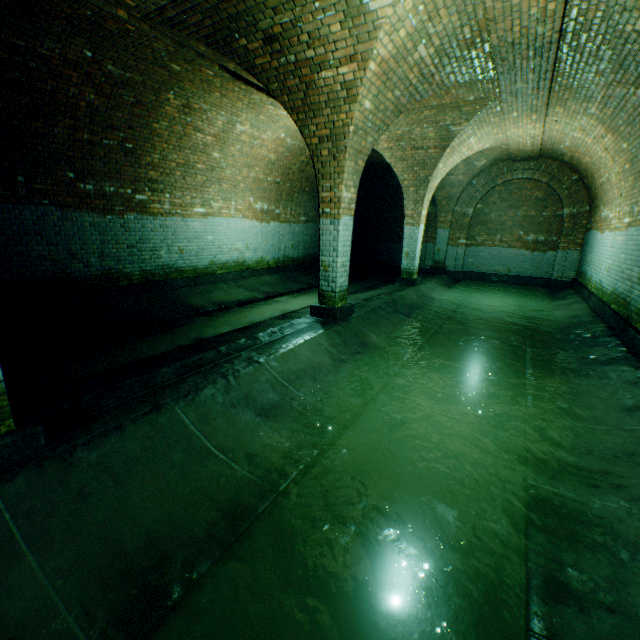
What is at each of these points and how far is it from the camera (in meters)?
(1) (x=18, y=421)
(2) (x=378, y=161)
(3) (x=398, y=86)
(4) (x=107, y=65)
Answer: (1) support arch, 2.29
(2) building tunnel, 12.49
(3) support arch, 4.91
(4) building tunnel, 5.41

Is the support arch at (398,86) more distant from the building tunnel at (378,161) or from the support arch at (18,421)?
the support arch at (18,421)

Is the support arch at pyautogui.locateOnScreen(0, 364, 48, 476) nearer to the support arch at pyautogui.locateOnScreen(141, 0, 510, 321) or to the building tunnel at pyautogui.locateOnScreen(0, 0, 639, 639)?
the building tunnel at pyautogui.locateOnScreen(0, 0, 639, 639)

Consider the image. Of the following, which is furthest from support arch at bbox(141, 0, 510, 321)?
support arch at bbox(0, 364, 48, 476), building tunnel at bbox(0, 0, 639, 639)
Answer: support arch at bbox(0, 364, 48, 476)

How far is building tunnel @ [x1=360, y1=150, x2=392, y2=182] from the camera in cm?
1177

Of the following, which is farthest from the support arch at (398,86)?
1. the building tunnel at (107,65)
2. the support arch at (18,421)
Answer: the support arch at (18,421)

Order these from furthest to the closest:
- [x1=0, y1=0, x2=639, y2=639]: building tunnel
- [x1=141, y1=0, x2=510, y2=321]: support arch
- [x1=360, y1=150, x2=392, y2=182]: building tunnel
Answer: [x1=360, y1=150, x2=392, y2=182]: building tunnel < [x1=141, y1=0, x2=510, y2=321]: support arch < [x1=0, y1=0, x2=639, y2=639]: building tunnel
